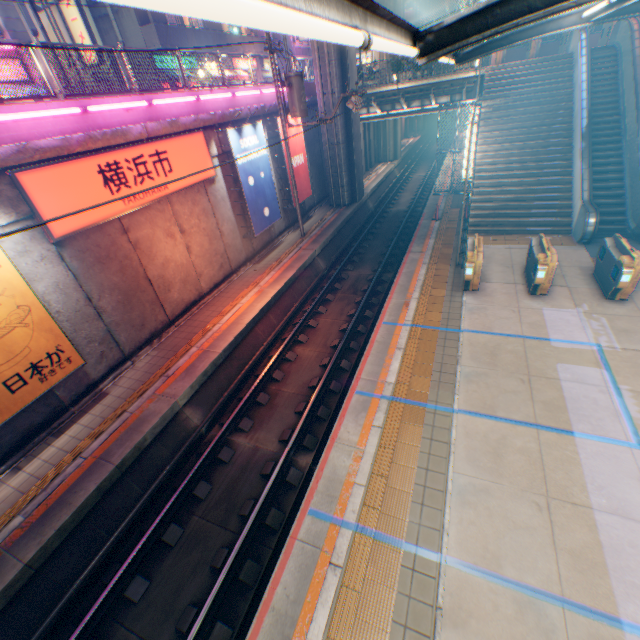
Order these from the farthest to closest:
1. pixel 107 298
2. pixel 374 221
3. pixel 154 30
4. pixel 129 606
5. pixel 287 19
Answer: pixel 374 221
pixel 154 30
pixel 107 298
pixel 129 606
pixel 287 19

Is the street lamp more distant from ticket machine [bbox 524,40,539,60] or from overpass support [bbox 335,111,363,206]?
ticket machine [bbox 524,40,539,60]

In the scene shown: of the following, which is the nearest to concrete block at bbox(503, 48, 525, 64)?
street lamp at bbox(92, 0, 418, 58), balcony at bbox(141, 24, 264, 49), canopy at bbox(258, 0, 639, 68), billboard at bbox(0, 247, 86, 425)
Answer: balcony at bbox(141, 24, 264, 49)

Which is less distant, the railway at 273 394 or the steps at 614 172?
the railway at 273 394

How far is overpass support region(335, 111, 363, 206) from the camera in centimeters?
1917cm

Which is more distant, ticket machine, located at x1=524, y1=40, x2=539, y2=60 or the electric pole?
ticket machine, located at x1=524, y1=40, x2=539, y2=60

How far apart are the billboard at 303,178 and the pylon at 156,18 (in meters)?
12.41

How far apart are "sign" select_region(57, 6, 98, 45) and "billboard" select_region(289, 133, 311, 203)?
12.3 meters
